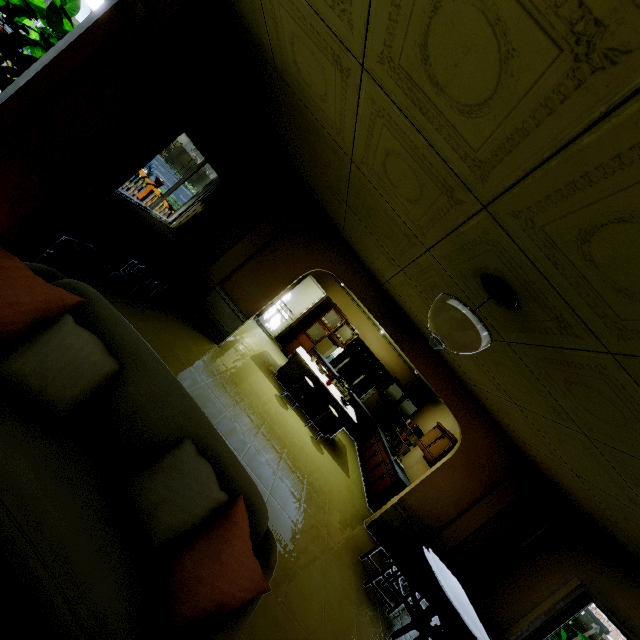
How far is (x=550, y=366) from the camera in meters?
2.3

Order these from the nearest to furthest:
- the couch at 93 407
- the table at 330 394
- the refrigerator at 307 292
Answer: the couch at 93 407, the table at 330 394, the refrigerator at 307 292

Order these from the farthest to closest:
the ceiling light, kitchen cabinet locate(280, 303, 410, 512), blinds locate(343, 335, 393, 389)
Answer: blinds locate(343, 335, 393, 389) < kitchen cabinet locate(280, 303, 410, 512) < the ceiling light

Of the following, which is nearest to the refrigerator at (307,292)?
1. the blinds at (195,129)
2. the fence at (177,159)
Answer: the fence at (177,159)

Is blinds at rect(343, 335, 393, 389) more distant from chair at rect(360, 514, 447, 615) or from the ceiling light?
the ceiling light

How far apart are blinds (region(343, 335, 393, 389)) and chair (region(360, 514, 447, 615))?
6.0m

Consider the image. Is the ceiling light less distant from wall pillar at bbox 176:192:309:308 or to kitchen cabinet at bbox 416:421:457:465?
wall pillar at bbox 176:192:309:308

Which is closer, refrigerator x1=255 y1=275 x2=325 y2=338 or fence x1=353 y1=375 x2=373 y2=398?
refrigerator x1=255 y1=275 x2=325 y2=338
